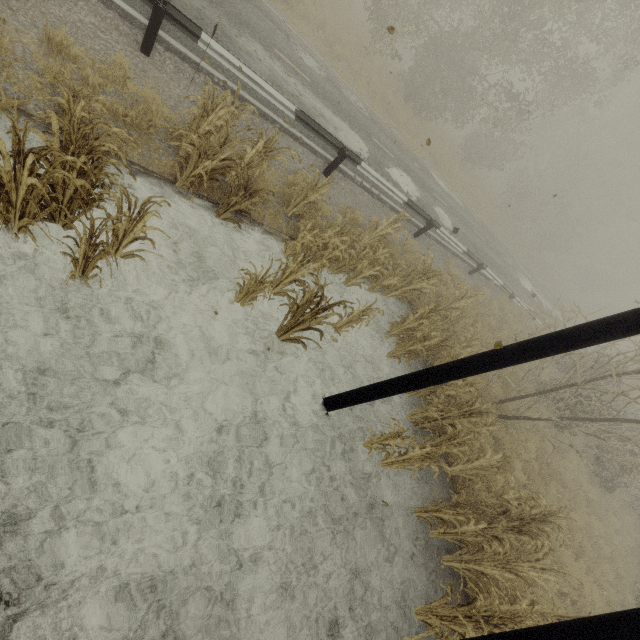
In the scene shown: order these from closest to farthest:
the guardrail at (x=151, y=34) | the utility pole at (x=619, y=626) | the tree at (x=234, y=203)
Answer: the utility pole at (x=619, y=626) < the tree at (x=234, y=203) < the guardrail at (x=151, y=34)

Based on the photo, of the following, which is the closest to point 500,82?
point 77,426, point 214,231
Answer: point 214,231

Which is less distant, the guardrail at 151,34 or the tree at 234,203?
the tree at 234,203

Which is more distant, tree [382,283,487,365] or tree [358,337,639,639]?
tree [382,283,487,365]

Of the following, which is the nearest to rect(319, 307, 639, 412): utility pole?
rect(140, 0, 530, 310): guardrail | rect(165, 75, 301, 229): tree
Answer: rect(165, 75, 301, 229): tree

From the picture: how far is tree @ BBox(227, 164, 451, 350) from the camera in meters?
5.4

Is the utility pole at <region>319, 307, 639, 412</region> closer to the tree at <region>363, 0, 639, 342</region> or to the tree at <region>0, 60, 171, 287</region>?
the tree at <region>363, 0, 639, 342</region>

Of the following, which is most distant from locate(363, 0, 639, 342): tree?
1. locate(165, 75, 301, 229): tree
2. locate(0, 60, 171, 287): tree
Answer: locate(0, 60, 171, 287): tree
